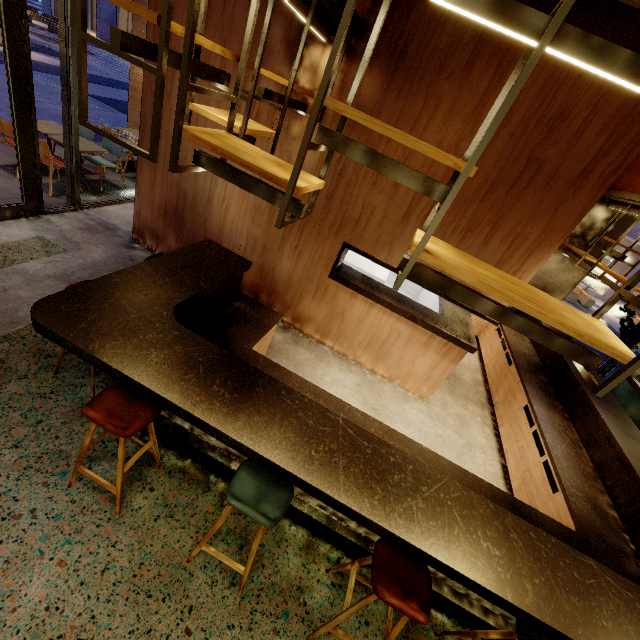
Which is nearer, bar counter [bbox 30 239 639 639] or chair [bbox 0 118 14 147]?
bar counter [bbox 30 239 639 639]

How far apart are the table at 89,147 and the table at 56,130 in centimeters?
5cm

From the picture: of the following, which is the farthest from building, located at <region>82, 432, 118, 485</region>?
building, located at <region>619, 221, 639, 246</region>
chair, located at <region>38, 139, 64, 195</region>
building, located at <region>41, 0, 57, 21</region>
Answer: building, located at <region>41, 0, 57, 21</region>

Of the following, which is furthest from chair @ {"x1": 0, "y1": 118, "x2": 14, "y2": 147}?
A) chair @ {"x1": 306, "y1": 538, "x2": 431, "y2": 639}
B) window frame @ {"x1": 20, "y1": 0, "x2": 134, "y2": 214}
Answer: chair @ {"x1": 306, "y1": 538, "x2": 431, "y2": 639}

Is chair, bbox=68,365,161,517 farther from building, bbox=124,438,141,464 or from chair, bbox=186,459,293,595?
chair, bbox=186,459,293,595

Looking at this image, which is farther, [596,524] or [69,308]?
[596,524]

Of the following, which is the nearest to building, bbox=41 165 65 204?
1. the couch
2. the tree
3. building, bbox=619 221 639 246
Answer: the tree

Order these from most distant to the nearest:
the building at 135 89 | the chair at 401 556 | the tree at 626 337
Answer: the building at 135 89, the tree at 626 337, the chair at 401 556
